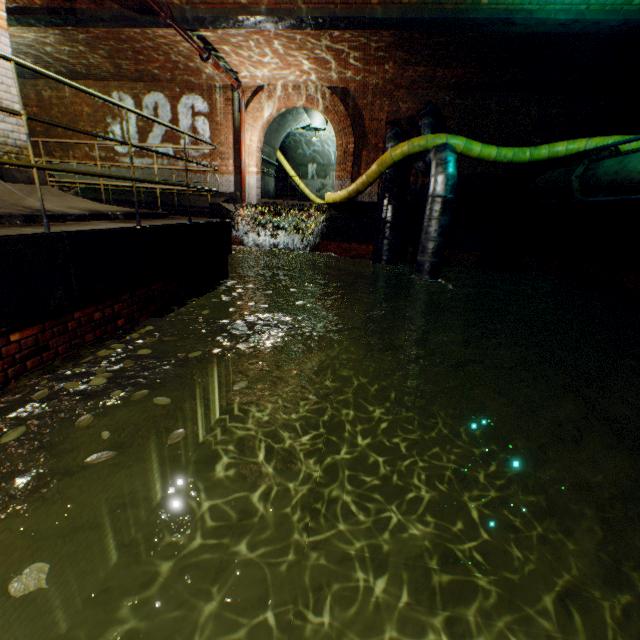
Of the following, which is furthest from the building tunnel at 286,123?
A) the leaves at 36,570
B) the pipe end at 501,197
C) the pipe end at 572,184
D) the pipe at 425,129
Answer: the leaves at 36,570

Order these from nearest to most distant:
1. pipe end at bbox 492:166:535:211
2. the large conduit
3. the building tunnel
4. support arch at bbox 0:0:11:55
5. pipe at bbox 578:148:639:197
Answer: support arch at bbox 0:0:11:55 < pipe at bbox 578:148:639:197 < the large conduit < pipe end at bbox 492:166:535:211 < the building tunnel

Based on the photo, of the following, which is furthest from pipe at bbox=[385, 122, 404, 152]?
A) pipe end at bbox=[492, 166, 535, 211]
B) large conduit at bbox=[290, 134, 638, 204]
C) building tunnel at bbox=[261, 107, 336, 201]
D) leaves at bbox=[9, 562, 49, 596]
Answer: leaves at bbox=[9, 562, 49, 596]

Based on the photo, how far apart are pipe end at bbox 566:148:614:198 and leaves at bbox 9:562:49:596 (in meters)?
10.63

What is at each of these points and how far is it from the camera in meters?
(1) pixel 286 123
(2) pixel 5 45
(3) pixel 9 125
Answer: (1) building tunnel, 15.9 m
(2) support arch, 4.2 m
(3) support arch, 4.3 m

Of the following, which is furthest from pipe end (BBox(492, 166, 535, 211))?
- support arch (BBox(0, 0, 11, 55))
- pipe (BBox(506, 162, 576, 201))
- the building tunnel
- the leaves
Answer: the leaves

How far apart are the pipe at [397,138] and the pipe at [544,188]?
3.9m

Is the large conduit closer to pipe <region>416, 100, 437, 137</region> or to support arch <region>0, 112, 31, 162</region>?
pipe <region>416, 100, 437, 137</region>
